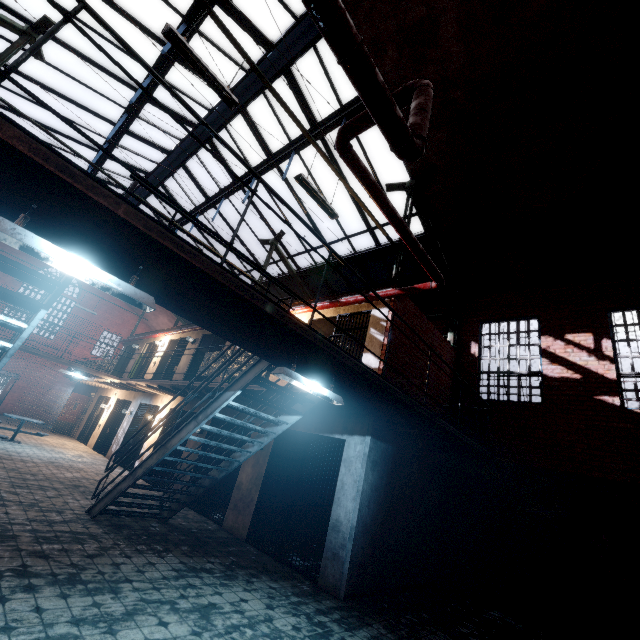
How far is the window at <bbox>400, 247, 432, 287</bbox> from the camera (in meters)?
10.93

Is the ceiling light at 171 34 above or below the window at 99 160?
below

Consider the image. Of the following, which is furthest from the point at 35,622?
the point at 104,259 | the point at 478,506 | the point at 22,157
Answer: the point at 478,506

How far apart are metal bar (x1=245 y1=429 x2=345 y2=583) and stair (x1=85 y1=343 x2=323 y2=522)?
1.4m

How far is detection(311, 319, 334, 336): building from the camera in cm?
942

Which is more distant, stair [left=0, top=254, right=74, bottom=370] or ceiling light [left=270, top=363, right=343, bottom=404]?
ceiling light [left=270, top=363, right=343, bottom=404]

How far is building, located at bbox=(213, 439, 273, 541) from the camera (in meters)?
7.11

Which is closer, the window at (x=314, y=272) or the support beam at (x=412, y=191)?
the support beam at (x=412, y=191)
